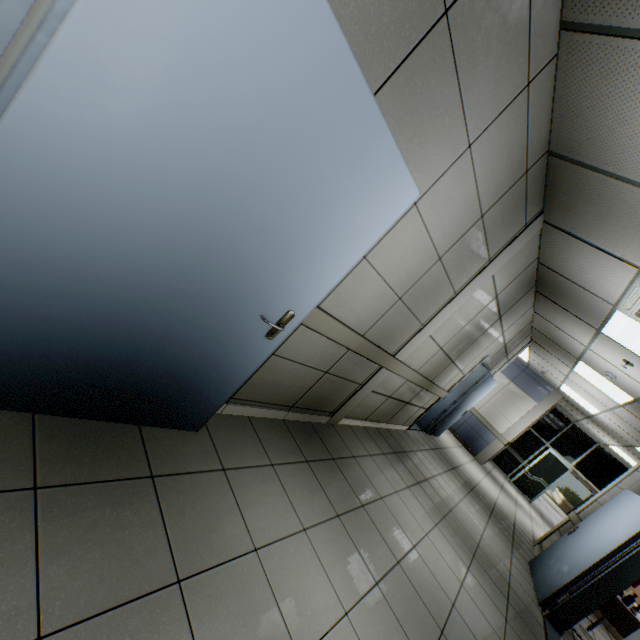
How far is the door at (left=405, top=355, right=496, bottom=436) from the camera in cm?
656

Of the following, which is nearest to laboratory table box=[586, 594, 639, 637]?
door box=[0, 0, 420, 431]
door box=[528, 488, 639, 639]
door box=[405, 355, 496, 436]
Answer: door box=[528, 488, 639, 639]

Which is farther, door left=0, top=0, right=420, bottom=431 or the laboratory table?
the laboratory table

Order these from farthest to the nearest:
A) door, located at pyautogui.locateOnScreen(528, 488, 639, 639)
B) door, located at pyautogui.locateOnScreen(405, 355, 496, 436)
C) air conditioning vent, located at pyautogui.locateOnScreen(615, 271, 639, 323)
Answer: door, located at pyautogui.locateOnScreen(405, 355, 496, 436) → door, located at pyautogui.locateOnScreen(528, 488, 639, 639) → air conditioning vent, located at pyautogui.locateOnScreen(615, 271, 639, 323)

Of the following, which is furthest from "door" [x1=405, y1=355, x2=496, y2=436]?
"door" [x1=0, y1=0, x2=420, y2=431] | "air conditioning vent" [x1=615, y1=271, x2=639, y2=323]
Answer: "door" [x1=0, y1=0, x2=420, y2=431]

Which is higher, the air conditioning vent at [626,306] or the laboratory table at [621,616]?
the air conditioning vent at [626,306]

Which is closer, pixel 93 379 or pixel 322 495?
pixel 93 379

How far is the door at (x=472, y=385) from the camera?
6.6 meters
